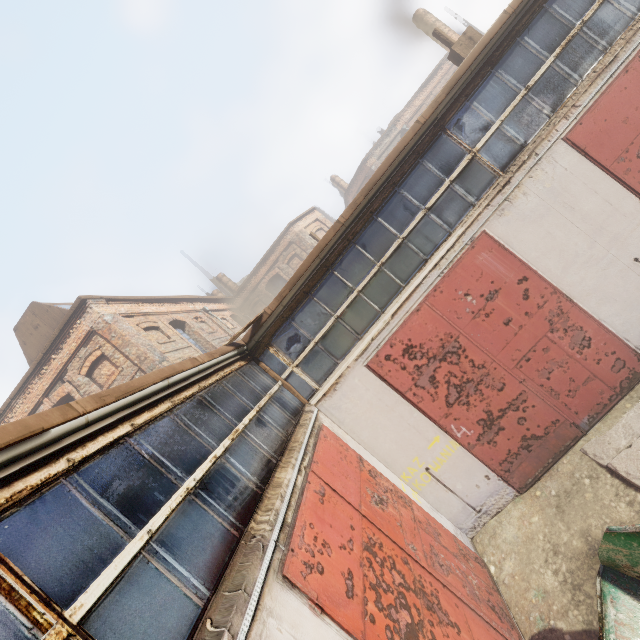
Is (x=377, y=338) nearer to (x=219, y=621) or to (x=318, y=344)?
(x=318, y=344)

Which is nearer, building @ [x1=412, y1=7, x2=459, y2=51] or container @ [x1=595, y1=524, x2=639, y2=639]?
container @ [x1=595, y1=524, x2=639, y2=639]

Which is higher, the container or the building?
the building

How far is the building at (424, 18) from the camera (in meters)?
17.75

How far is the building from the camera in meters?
17.8 m

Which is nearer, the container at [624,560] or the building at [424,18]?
the container at [624,560]
